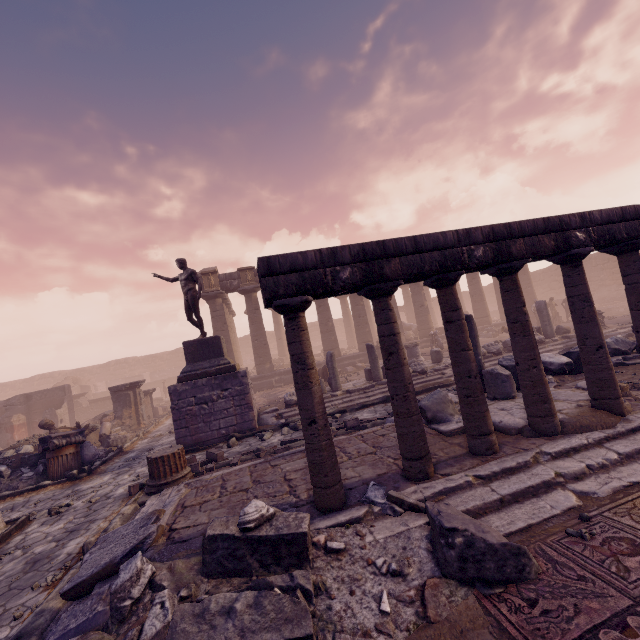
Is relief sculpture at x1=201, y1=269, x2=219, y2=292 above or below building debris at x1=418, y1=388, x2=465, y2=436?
above

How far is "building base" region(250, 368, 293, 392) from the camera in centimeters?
1886cm

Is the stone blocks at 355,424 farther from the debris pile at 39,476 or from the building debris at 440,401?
the debris pile at 39,476

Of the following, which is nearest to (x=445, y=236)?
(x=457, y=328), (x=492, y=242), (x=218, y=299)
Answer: (x=492, y=242)

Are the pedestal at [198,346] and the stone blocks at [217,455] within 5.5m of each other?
yes

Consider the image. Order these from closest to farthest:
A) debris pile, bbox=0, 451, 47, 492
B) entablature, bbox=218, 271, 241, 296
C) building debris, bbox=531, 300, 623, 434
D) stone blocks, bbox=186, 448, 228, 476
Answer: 1. building debris, bbox=531, 300, 623, 434
2. stone blocks, bbox=186, 448, 228, 476
3. debris pile, bbox=0, 451, 47, 492
4. entablature, bbox=218, 271, 241, 296

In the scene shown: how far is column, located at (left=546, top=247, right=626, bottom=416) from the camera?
4.69m

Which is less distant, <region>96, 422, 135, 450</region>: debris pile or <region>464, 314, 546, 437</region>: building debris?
<region>464, 314, 546, 437</region>: building debris
